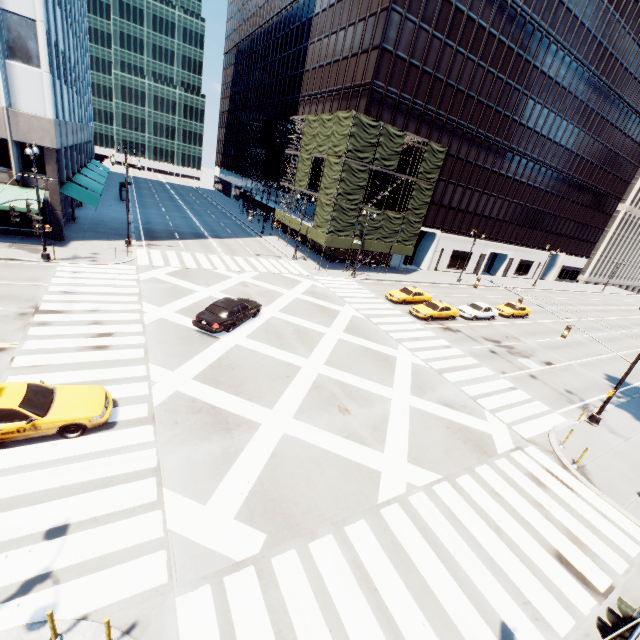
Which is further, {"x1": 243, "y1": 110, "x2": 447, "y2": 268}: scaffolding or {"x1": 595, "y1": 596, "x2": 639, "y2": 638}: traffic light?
{"x1": 243, "y1": 110, "x2": 447, "y2": 268}: scaffolding

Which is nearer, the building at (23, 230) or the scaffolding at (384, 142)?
the building at (23, 230)

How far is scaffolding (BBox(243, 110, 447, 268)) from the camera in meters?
32.5

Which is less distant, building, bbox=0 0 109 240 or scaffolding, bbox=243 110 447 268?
building, bbox=0 0 109 240

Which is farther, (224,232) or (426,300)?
(224,232)

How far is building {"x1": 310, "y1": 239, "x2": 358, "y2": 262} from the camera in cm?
4119

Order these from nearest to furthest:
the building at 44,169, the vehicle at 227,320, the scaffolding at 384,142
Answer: the vehicle at 227,320 → the building at 44,169 → the scaffolding at 384,142

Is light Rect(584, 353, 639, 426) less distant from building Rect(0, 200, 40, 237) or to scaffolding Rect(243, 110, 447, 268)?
scaffolding Rect(243, 110, 447, 268)
